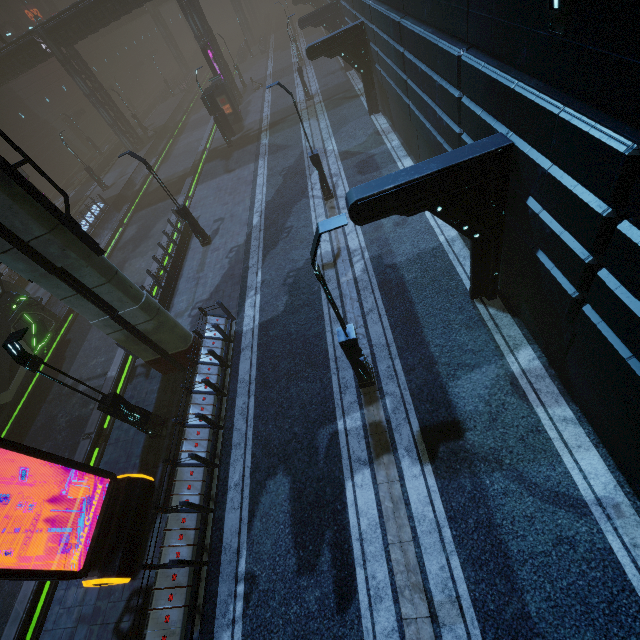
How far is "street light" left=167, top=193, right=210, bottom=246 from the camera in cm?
1694

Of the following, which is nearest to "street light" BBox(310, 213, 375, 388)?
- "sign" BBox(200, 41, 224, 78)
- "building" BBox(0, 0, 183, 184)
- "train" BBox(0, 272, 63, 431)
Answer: "building" BBox(0, 0, 183, 184)

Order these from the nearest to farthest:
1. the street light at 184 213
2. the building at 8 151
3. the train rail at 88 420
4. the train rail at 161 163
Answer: the train rail at 88 420 → the street light at 184 213 → the train rail at 161 163 → the building at 8 151

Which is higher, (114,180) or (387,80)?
(387,80)

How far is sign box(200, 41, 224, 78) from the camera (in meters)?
29.05

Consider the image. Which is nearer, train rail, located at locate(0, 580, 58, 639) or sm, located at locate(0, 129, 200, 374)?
sm, located at locate(0, 129, 200, 374)

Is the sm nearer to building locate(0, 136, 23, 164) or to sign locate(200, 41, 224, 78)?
building locate(0, 136, 23, 164)

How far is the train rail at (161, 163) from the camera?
28.9 meters
